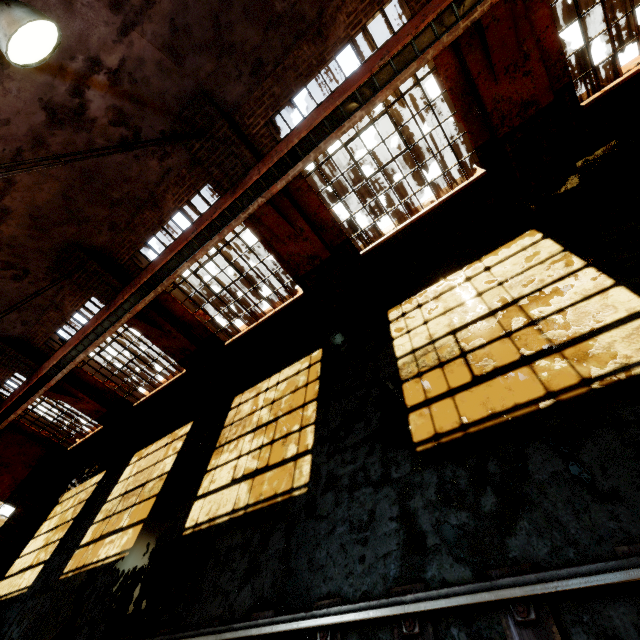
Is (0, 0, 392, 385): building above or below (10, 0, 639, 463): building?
above

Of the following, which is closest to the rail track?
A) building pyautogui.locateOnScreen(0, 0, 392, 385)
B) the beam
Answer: building pyautogui.locateOnScreen(0, 0, 392, 385)

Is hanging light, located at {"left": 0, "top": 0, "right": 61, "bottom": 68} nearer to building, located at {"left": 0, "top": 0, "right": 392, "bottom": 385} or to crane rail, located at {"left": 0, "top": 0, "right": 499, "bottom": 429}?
building, located at {"left": 0, "top": 0, "right": 392, "bottom": 385}

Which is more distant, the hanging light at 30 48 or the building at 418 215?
the building at 418 215

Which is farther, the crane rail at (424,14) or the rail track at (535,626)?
the crane rail at (424,14)

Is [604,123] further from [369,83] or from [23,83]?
[23,83]

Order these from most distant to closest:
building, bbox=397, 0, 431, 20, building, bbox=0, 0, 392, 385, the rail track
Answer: building, bbox=397, 0, 431, 20 → building, bbox=0, 0, 392, 385 → the rail track

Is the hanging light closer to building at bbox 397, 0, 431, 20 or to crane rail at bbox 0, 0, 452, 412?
building at bbox 397, 0, 431, 20
